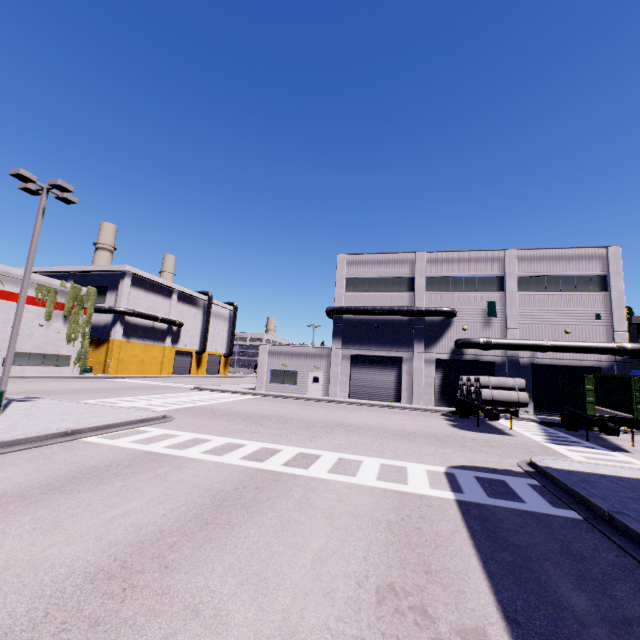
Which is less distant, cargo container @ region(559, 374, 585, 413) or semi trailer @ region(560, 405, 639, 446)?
semi trailer @ region(560, 405, 639, 446)

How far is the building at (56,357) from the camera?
35.22m

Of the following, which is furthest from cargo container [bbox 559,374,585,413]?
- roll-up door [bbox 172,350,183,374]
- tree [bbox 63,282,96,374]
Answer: roll-up door [bbox 172,350,183,374]

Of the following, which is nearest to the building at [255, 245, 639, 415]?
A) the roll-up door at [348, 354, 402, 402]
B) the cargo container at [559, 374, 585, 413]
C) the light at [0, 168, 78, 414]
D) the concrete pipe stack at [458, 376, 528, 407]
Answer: the roll-up door at [348, 354, 402, 402]

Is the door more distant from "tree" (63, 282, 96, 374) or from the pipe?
the pipe

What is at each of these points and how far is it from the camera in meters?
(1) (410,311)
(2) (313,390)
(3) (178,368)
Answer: (1) vent duct, 30.3
(2) door, 32.6
(3) roll-up door, 58.7

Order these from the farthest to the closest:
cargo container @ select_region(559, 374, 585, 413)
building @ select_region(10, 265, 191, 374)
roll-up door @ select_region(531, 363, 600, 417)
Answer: building @ select_region(10, 265, 191, 374)
roll-up door @ select_region(531, 363, 600, 417)
cargo container @ select_region(559, 374, 585, 413)

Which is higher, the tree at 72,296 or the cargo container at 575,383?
the tree at 72,296
